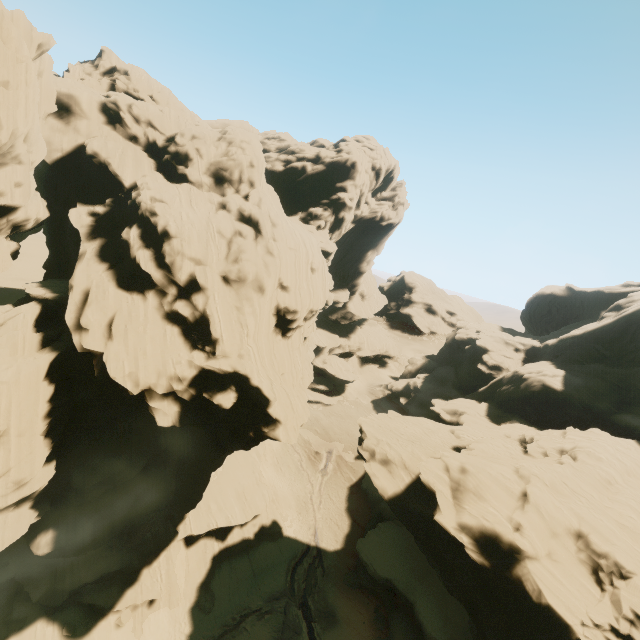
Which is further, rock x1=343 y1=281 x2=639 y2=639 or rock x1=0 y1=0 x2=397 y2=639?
rock x1=0 y1=0 x2=397 y2=639

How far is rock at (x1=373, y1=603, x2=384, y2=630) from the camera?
30.49m

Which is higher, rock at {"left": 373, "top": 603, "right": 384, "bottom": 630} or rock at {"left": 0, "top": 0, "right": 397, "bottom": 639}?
rock at {"left": 0, "top": 0, "right": 397, "bottom": 639}

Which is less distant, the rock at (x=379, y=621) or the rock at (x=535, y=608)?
the rock at (x=535, y=608)

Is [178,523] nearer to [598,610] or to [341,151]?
[598,610]
